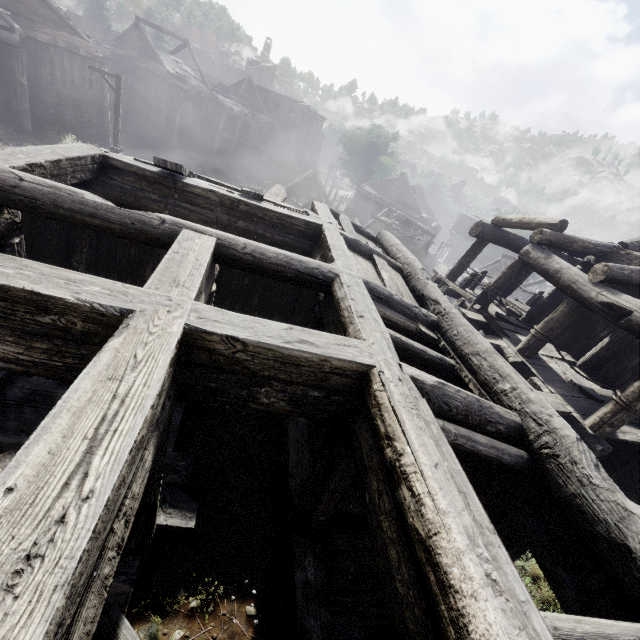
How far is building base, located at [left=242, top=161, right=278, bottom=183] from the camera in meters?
39.2

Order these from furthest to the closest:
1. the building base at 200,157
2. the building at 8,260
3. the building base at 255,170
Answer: the building base at 255,170 → the building base at 200,157 → the building at 8,260

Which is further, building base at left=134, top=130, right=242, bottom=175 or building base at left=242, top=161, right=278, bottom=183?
building base at left=242, top=161, right=278, bottom=183

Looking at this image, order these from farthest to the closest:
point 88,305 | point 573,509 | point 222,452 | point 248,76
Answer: point 248,76 < point 222,452 < point 573,509 < point 88,305

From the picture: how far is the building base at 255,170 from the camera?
39.2m

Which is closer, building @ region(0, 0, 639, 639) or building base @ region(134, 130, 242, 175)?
building @ region(0, 0, 639, 639)

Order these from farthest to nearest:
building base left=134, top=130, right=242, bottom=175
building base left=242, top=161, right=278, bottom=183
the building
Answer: building base left=242, top=161, right=278, bottom=183 < building base left=134, top=130, right=242, bottom=175 < the building
